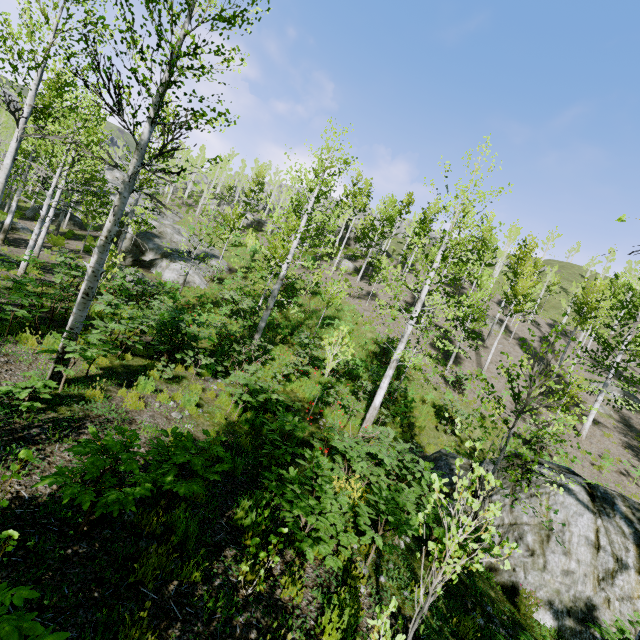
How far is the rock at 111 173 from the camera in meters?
39.8

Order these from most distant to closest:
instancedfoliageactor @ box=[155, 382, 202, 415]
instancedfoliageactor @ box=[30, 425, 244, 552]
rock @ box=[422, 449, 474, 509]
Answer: rock @ box=[422, 449, 474, 509]
instancedfoliageactor @ box=[155, 382, 202, 415]
instancedfoliageactor @ box=[30, 425, 244, 552]

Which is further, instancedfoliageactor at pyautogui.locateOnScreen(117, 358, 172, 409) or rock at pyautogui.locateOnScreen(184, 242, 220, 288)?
rock at pyautogui.locateOnScreen(184, 242, 220, 288)

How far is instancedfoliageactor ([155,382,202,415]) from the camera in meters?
7.2

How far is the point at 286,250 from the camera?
15.0m

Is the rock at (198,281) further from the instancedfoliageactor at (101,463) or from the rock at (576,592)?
the rock at (576,592)

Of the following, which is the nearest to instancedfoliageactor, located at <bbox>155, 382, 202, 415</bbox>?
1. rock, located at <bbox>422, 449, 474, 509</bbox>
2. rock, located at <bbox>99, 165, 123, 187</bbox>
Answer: rock, located at <bbox>99, 165, 123, 187</bbox>
